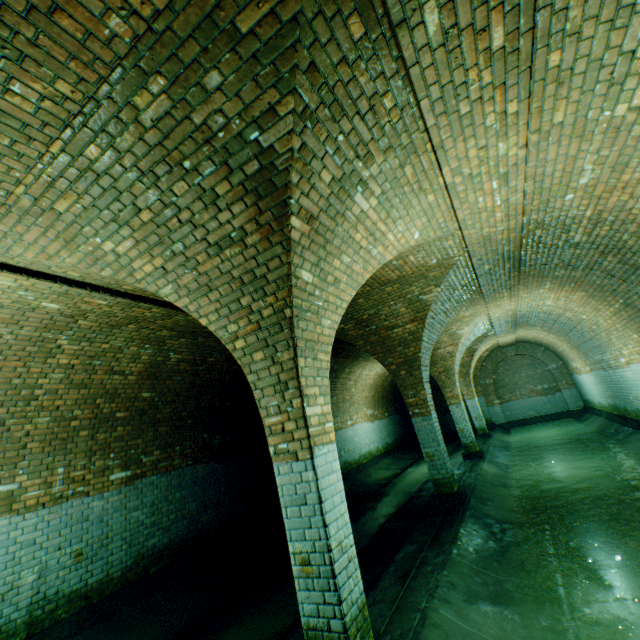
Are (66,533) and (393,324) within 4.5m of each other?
no

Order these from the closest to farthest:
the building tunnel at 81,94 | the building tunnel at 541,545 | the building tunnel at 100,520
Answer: the building tunnel at 81,94, the building tunnel at 541,545, the building tunnel at 100,520

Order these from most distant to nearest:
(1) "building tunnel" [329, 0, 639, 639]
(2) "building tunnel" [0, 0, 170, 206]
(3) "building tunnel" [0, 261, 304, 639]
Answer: (3) "building tunnel" [0, 261, 304, 639] → (1) "building tunnel" [329, 0, 639, 639] → (2) "building tunnel" [0, 0, 170, 206]

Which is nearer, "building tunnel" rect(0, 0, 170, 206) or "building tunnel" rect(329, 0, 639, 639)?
"building tunnel" rect(0, 0, 170, 206)

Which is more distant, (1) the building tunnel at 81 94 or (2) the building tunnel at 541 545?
(2) the building tunnel at 541 545

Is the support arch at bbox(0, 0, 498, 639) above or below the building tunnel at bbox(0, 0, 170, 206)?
below

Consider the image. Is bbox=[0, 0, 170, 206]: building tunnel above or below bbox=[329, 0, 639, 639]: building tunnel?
above
